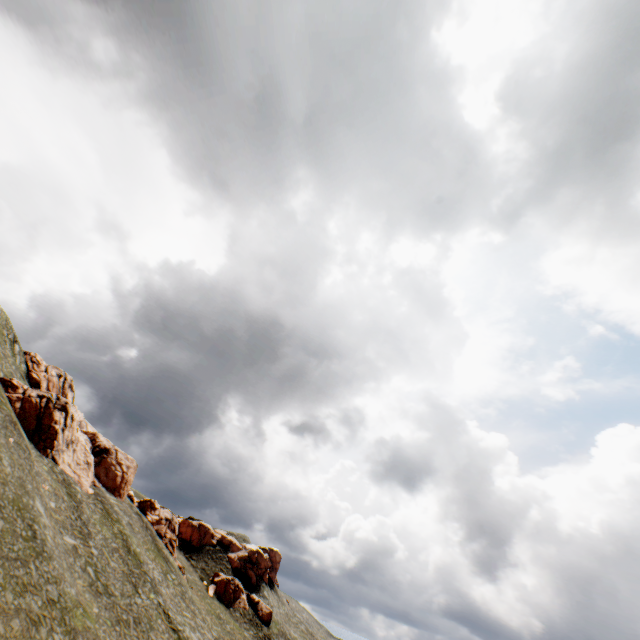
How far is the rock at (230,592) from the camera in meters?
57.1 m

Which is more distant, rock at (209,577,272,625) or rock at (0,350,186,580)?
rock at (209,577,272,625)

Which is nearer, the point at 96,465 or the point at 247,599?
the point at 96,465

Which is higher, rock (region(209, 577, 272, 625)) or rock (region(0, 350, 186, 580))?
rock (region(0, 350, 186, 580))

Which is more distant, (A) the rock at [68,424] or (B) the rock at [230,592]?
(B) the rock at [230,592]

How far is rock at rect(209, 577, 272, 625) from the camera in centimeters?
5706cm
